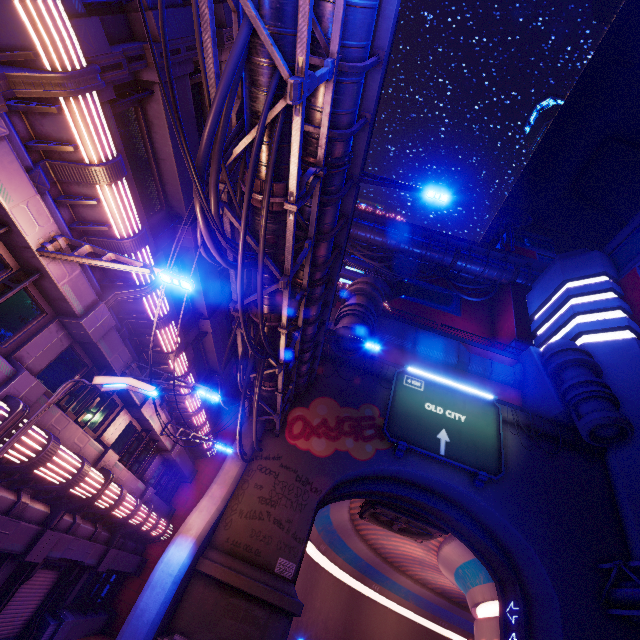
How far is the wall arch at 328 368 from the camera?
23.55m

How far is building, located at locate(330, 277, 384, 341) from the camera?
21.11m

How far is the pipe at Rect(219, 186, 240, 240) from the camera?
8.54m

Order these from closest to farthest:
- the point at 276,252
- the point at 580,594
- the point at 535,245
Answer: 1. the point at 276,252
2. the point at 580,594
3. the point at 535,245

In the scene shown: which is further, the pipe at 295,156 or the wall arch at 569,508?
the wall arch at 569,508

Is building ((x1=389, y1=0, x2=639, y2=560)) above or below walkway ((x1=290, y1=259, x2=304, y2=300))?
above

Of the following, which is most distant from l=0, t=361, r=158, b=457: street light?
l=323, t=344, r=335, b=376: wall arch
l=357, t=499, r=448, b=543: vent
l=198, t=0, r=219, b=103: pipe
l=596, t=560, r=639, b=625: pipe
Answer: l=357, t=499, r=448, b=543: vent

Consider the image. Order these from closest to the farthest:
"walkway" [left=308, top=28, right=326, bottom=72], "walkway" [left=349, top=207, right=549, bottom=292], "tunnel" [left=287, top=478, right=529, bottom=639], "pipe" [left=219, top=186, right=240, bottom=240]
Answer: "walkway" [left=308, top=28, right=326, bottom=72] → "pipe" [left=219, top=186, right=240, bottom=240] → "tunnel" [left=287, top=478, right=529, bottom=639] → "walkway" [left=349, top=207, right=549, bottom=292]
